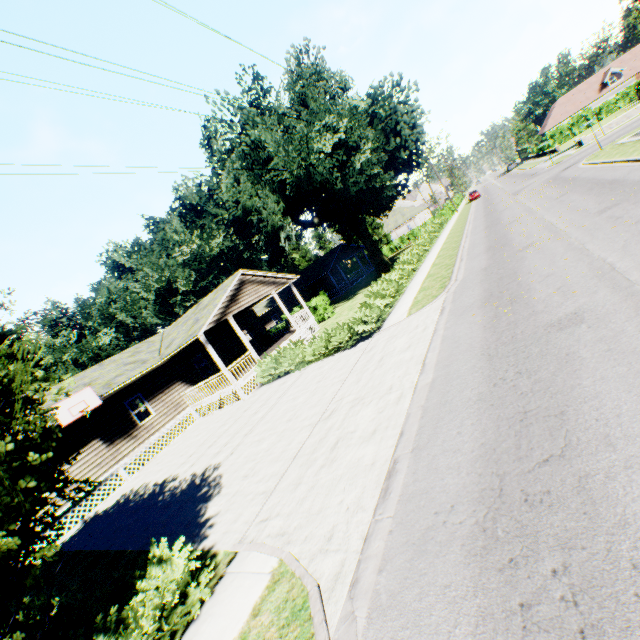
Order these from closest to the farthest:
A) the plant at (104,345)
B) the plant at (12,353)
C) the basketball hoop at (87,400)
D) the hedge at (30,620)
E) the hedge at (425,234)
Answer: the hedge at (30,620), the basketball hoop at (87,400), the hedge at (425,234), the plant at (12,353), the plant at (104,345)

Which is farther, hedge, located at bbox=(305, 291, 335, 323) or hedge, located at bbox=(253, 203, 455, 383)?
Answer: hedge, located at bbox=(305, 291, 335, 323)

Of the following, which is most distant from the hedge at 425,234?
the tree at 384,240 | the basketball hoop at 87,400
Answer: the basketball hoop at 87,400

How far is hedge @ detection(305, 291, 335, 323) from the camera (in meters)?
28.03

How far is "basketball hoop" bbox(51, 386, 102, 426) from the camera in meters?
14.3 m

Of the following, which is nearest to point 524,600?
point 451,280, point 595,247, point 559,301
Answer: point 559,301

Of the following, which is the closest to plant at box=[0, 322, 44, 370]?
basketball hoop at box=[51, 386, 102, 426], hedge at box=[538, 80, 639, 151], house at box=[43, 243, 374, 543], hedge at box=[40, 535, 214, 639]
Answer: house at box=[43, 243, 374, 543]

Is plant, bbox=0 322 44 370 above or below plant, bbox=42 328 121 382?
below
